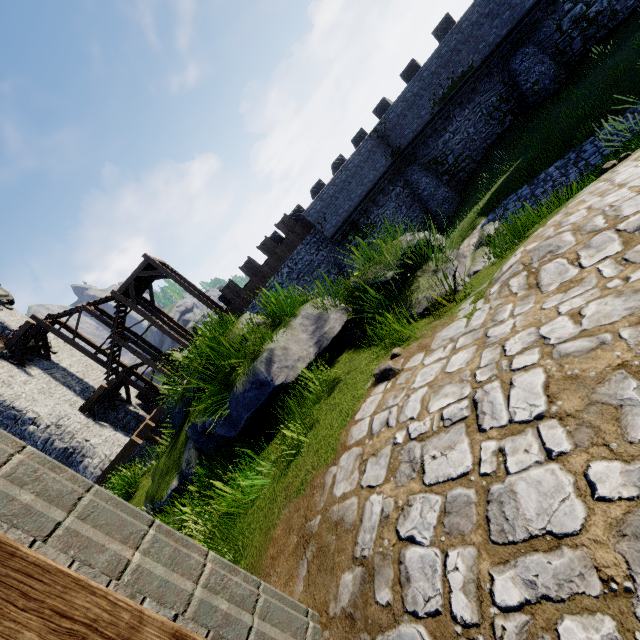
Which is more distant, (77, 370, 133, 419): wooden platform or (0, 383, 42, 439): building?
(77, 370, 133, 419): wooden platform

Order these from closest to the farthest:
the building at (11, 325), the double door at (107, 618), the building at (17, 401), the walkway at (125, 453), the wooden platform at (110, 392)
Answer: the double door at (107, 618) < the walkway at (125, 453) < the building at (17, 401) < the wooden platform at (110, 392) < the building at (11, 325)

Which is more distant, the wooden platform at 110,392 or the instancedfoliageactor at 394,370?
the wooden platform at 110,392

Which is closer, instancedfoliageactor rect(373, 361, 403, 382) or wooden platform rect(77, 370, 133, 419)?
instancedfoliageactor rect(373, 361, 403, 382)

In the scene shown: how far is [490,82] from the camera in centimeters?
2006cm

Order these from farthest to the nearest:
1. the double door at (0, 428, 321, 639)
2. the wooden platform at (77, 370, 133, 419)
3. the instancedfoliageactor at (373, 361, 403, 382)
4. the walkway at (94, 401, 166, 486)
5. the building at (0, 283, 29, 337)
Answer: the building at (0, 283, 29, 337)
the wooden platform at (77, 370, 133, 419)
the walkway at (94, 401, 166, 486)
the instancedfoliageactor at (373, 361, 403, 382)
the double door at (0, 428, 321, 639)

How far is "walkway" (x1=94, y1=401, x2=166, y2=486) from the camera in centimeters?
1547cm

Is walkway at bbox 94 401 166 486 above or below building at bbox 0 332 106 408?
below
